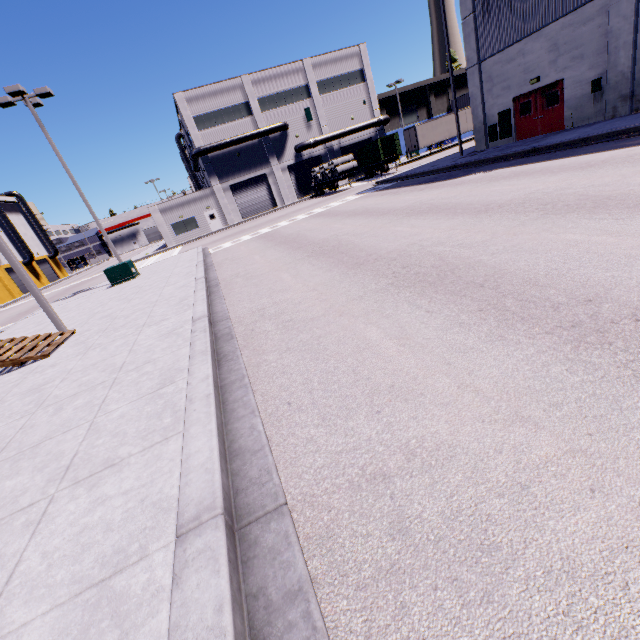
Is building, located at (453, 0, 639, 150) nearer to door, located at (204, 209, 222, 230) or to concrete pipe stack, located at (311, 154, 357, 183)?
door, located at (204, 209, 222, 230)

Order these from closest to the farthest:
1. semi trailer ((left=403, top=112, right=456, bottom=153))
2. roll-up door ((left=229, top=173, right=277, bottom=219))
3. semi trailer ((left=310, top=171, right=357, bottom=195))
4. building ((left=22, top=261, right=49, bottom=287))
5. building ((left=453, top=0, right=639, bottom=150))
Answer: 1. building ((left=453, top=0, right=639, bottom=150))
2. semi trailer ((left=310, top=171, right=357, bottom=195))
3. semi trailer ((left=403, top=112, right=456, bottom=153))
4. roll-up door ((left=229, top=173, right=277, bottom=219))
5. building ((left=22, top=261, right=49, bottom=287))

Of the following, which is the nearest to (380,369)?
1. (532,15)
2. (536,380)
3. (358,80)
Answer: (536,380)

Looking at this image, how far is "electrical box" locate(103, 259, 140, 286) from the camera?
17.9 meters

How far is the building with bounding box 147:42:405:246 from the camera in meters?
37.9 m

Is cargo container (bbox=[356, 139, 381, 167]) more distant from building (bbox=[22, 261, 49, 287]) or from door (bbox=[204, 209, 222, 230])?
door (bbox=[204, 209, 222, 230])

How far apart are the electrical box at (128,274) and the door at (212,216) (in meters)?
23.36

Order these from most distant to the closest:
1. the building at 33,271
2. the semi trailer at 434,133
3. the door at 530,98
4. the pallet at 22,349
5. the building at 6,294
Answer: the building at 33,271
the building at 6,294
the semi trailer at 434,133
the door at 530,98
the pallet at 22,349
